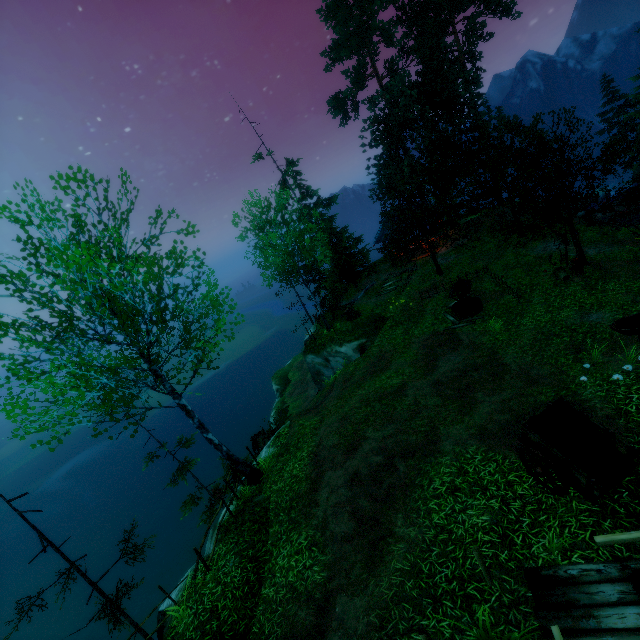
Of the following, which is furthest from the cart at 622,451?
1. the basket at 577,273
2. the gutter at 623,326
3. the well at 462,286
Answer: the basket at 577,273

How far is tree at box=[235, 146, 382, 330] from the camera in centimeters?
2019cm

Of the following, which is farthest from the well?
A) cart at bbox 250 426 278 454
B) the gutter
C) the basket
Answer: the gutter

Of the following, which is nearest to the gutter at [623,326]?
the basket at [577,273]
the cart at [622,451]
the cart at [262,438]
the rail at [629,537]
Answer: the rail at [629,537]

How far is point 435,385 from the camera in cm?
1239

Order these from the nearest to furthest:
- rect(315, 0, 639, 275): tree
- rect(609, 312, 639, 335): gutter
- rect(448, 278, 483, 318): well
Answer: rect(609, 312, 639, 335): gutter < rect(315, 0, 639, 275): tree < rect(448, 278, 483, 318): well

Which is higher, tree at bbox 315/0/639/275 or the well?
tree at bbox 315/0/639/275

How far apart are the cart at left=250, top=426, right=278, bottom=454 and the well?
12.20m
